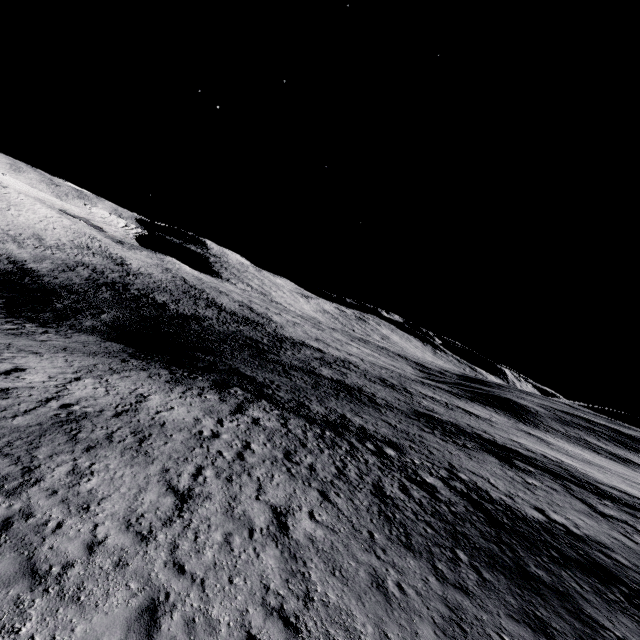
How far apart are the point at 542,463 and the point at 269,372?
27.9 meters
